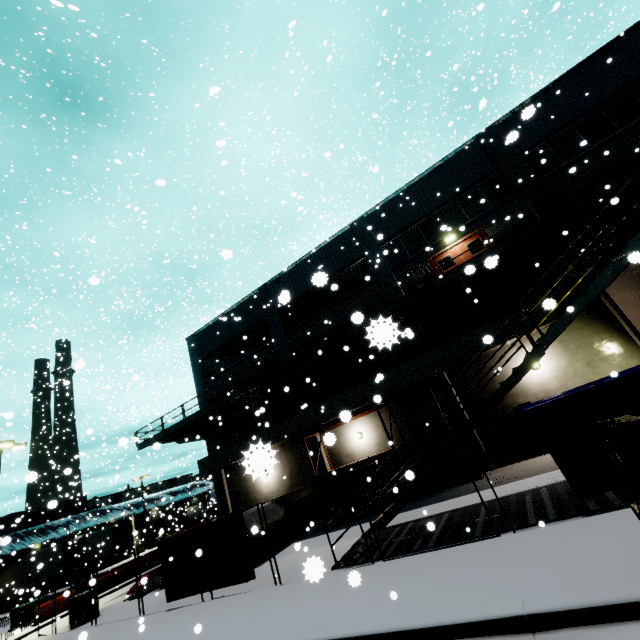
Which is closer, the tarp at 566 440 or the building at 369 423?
the tarp at 566 440

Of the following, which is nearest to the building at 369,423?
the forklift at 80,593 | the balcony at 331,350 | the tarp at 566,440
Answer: the balcony at 331,350

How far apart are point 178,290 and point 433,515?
51.9 meters

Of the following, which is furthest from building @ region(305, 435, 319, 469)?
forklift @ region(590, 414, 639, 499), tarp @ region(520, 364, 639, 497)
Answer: forklift @ region(590, 414, 639, 499)

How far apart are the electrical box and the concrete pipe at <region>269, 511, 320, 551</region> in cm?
1022

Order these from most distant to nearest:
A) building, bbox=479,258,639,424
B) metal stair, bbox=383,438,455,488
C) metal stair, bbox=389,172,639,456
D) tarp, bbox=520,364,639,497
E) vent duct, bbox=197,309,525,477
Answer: vent duct, bbox=197,309,525,477 < building, bbox=479,258,639,424 < metal stair, bbox=383,438,455,488 < metal stair, bbox=389,172,639,456 < tarp, bbox=520,364,639,497

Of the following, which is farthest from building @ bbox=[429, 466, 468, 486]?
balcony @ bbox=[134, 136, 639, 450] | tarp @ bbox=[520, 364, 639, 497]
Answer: tarp @ bbox=[520, 364, 639, 497]

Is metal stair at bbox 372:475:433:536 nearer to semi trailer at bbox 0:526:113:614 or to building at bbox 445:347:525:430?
building at bbox 445:347:525:430
